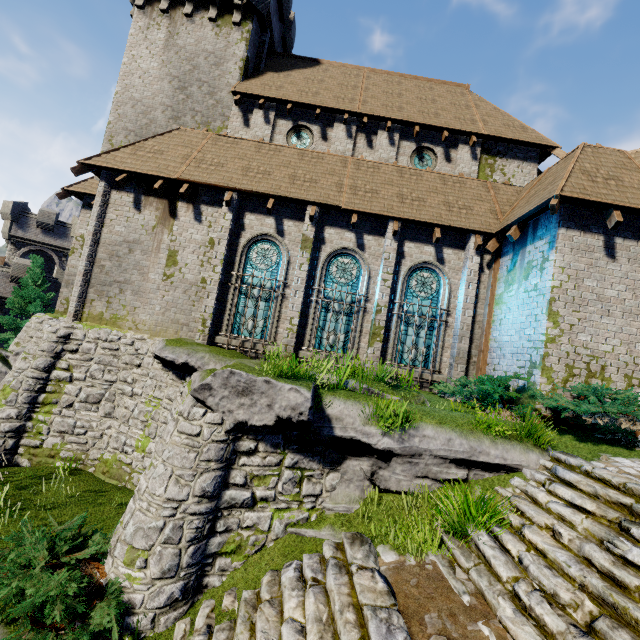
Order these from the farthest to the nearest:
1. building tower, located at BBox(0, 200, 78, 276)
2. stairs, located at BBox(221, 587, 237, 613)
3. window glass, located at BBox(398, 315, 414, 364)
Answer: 1. building tower, located at BBox(0, 200, 78, 276)
2. window glass, located at BBox(398, 315, 414, 364)
3. stairs, located at BBox(221, 587, 237, 613)

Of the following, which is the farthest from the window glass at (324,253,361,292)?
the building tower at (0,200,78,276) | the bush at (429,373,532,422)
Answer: the building tower at (0,200,78,276)

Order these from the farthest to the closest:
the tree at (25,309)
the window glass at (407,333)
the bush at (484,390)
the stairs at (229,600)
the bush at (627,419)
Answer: the tree at (25,309) → the window glass at (407,333) → the bush at (484,390) → the bush at (627,419) → the stairs at (229,600)

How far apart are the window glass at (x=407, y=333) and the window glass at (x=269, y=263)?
4.51m

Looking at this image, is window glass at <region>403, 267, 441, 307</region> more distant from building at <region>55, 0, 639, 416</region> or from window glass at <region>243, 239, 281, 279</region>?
window glass at <region>243, 239, 281, 279</region>

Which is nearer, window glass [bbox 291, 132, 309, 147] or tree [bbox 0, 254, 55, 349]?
window glass [bbox 291, 132, 309, 147]

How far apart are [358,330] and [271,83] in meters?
13.5 m

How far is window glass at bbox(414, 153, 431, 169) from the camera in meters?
15.4
